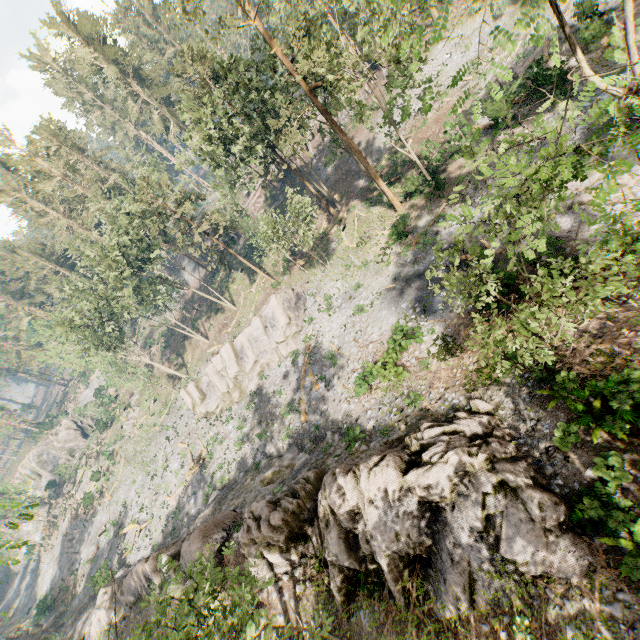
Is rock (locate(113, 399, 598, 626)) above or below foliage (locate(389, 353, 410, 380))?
above

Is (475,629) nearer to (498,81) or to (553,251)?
(553,251)

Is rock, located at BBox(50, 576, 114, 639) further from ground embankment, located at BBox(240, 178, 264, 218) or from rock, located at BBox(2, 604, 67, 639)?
ground embankment, located at BBox(240, 178, 264, 218)

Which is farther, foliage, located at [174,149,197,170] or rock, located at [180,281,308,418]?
rock, located at [180,281,308,418]

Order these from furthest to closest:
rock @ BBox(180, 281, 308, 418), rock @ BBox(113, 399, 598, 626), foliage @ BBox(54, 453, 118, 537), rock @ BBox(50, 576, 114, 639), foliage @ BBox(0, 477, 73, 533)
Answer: foliage @ BBox(54, 453, 118, 537) → rock @ BBox(180, 281, 308, 418) → rock @ BBox(50, 576, 114, 639) → rock @ BBox(113, 399, 598, 626) → foliage @ BBox(0, 477, 73, 533)

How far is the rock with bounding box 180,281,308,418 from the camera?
32.0m

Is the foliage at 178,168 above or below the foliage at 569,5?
above

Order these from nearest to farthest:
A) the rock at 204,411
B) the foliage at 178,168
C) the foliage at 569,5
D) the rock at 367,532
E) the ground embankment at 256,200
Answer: the foliage at 569,5 → the rock at 367,532 → the foliage at 178,168 → the rock at 204,411 → the ground embankment at 256,200
